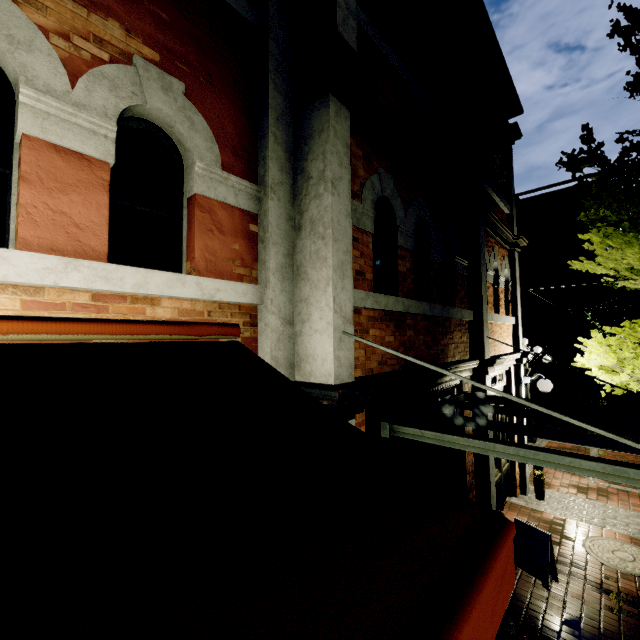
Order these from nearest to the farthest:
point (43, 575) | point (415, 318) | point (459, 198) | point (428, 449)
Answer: point (43, 575) → point (415, 318) → point (428, 449) → point (459, 198)

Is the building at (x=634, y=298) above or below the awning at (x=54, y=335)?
above

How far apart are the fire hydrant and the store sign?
2.5m

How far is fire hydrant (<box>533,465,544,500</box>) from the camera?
7.34m

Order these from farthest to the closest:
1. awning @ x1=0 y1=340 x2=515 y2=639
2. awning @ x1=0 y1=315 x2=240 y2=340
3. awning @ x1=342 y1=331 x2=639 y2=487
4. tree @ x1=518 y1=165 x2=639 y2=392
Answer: tree @ x1=518 y1=165 x2=639 y2=392 < awning @ x1=342 y1=331 x2=639 y2=487 < awning @ x1=0 y1=315 x2=240 y2=340 < awning @ x1=0 y1=340 x2=515 y2=639

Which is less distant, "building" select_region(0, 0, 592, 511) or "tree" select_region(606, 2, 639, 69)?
"building" select_region(0, 0, 592, 511)

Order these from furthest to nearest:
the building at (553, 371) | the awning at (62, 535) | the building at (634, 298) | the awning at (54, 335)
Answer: the building at (553, 371)
the building at (634, 298)
the awning at (54, 335)
the awning at (62, 535)

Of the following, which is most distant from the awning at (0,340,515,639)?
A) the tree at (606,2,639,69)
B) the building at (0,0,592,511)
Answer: the tree at (606,2,639,69)
